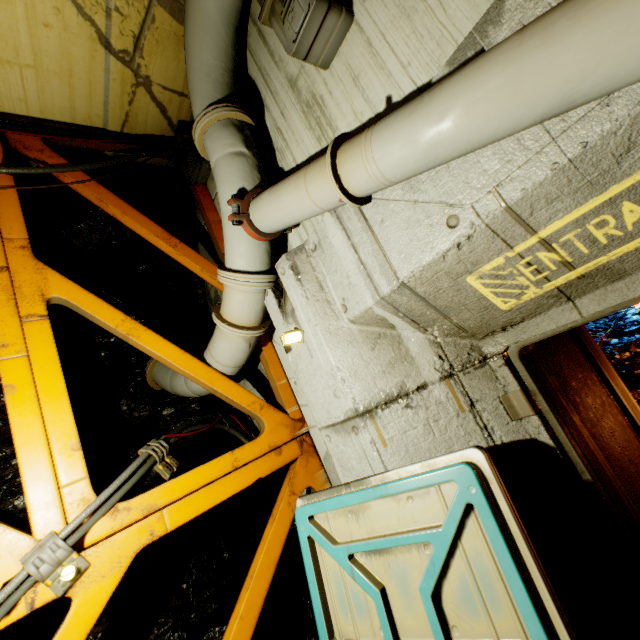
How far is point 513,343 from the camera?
2.2 meters

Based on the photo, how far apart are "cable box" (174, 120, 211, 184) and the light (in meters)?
3.01

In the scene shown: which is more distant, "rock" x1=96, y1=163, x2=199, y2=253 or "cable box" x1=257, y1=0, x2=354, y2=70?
"rock" x1=96, y1=163, x2=199, y2=253

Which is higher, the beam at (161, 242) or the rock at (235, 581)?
the beam at (161, 242)

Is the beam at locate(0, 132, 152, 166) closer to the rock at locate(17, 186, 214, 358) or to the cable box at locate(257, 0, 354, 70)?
the rock at locate(17, 186, 214, 358)

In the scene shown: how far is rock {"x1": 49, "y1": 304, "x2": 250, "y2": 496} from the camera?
4.16m

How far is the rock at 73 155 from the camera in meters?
4.2 m
